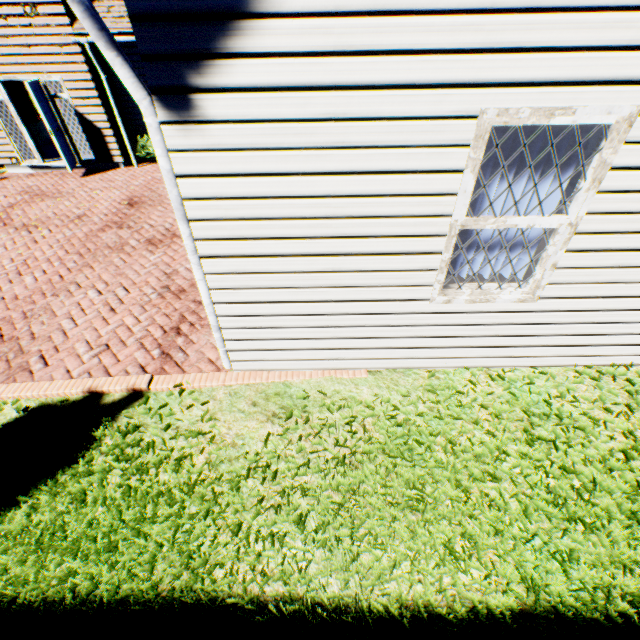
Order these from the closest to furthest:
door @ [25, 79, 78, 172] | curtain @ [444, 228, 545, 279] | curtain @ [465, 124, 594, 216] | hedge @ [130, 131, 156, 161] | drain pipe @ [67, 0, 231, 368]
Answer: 1. drain pipe @ [67, 0, 231, 368]
2. curtain @ [465, 124, 594, 216]
3. curtain @ [444, 228, 545, 279]
4. door @ [25, 79, 78, 172]
5. hedge @ [130, 131, 156, 161]

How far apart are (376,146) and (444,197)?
0.7m

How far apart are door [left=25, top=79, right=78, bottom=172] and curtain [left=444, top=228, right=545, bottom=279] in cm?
1136

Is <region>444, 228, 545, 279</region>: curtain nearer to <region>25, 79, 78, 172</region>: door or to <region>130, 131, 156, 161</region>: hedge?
<region>130, 131, 156, 161</region>: hedge

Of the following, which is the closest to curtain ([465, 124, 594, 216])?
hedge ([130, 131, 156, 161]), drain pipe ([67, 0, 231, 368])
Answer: drain pipe ([67, 0, 231, 368])

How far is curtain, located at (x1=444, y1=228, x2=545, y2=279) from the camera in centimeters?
299cm

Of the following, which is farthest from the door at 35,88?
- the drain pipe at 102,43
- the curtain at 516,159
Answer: the curtain at 516,159

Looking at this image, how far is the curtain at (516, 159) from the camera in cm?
246
